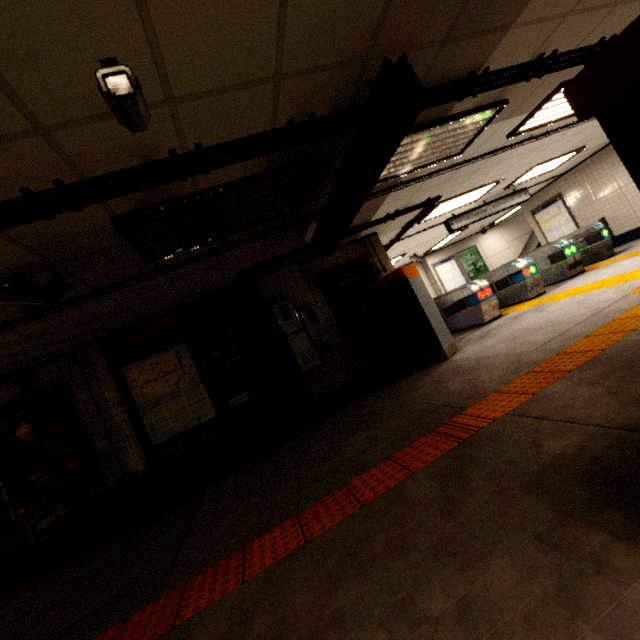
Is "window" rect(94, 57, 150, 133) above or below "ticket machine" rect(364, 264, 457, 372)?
above

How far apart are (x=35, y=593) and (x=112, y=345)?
3.4 meters

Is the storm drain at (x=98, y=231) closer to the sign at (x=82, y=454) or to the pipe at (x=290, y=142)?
the pipe at (x=290, y=142)

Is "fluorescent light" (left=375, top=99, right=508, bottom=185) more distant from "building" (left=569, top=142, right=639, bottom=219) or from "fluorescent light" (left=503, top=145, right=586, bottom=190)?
"building" (left=569, top=142, right=639, bottom=219)

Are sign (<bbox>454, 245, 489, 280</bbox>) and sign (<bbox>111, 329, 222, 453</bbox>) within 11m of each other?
no

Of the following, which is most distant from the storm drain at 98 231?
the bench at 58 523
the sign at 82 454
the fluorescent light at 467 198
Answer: the bench at 58 523

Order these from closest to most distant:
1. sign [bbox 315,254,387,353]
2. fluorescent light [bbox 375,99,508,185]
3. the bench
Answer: fluorescent light [bbox 375,99,508,185] → the bench → sign [bbox 315,254,387,353]

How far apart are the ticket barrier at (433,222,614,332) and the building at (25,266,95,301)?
7.9 meters
